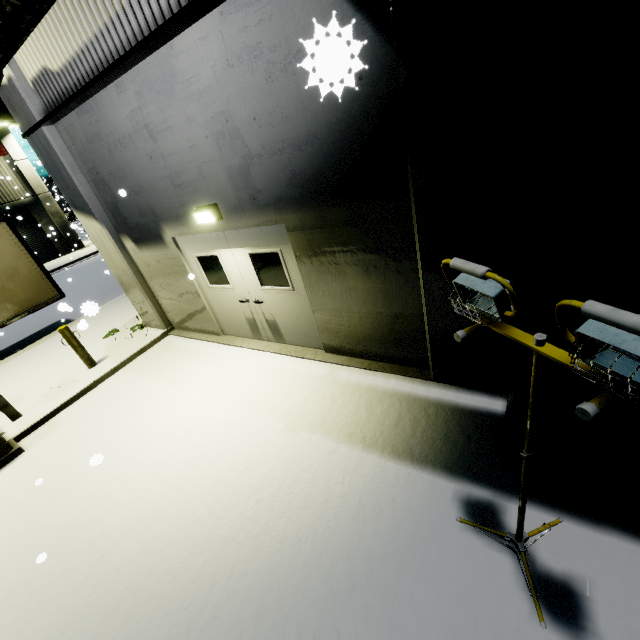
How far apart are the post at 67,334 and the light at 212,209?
4.5 meters

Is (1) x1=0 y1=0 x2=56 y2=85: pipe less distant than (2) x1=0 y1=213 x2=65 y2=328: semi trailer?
Yes

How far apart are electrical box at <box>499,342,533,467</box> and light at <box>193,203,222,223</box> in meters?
4.6

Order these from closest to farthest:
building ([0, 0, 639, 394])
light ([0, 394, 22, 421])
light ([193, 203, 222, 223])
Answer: building ([0, 0, 639, 394])
light ([193, 203, 222, 223])
light ([0, 394, 22, 421])

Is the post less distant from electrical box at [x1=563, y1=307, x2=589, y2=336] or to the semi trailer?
the semi trailer

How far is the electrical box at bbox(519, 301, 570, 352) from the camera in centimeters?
273cm

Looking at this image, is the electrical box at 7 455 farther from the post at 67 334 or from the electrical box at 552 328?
the electrical box at 552 328

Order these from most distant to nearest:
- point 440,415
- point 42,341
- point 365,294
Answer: point 42,341 < point 365,294 < point 440,415
